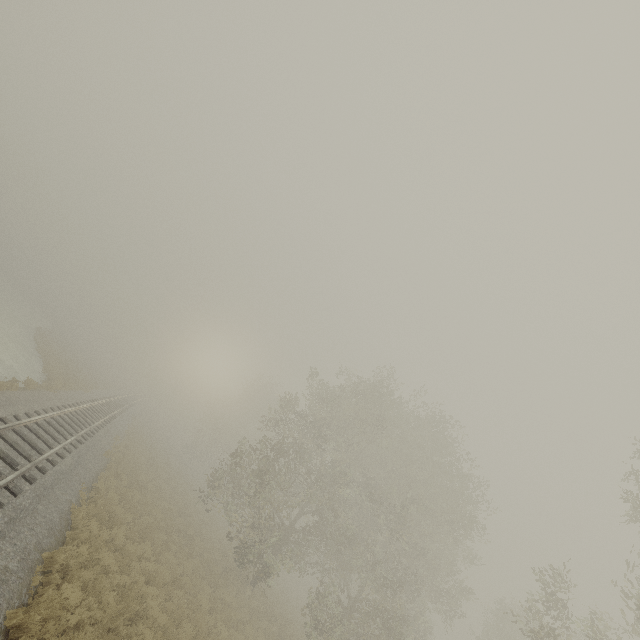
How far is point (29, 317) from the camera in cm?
4547

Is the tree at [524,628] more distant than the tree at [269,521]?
No

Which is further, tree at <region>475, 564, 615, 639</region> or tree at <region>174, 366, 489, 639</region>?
tree at <region>174, 366, 489, 639</region>
